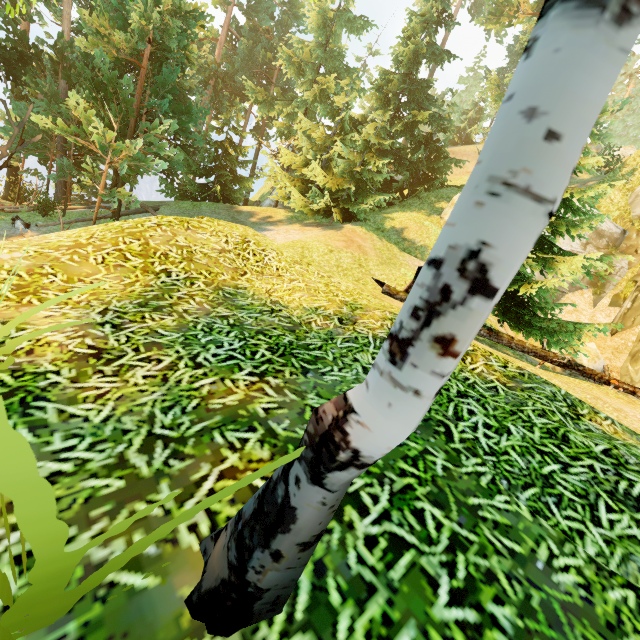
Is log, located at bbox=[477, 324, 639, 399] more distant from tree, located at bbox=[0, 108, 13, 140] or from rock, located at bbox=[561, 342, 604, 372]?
rock, located at bbox=[561, 342, 604, 372]

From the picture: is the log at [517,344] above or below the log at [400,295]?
below

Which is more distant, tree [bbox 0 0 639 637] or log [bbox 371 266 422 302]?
log [bbox 371 266 422 302]

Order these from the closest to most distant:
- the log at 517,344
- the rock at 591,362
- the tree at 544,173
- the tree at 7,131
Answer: the tree at 544,173, the log at 517,344, the rock at 591,362, the tree at 7,131

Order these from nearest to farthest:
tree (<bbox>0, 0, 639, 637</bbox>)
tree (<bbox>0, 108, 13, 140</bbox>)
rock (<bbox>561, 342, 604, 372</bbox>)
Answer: tree (<bbox>0, 0, 639, 637</bbox>), rock (<bbox>561, 342, 604, 372</bbox>), tree (<bbox>0, 108, 13, 140</bbox>)

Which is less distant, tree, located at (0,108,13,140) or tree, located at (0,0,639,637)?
tree, located at (0,0,639,637)

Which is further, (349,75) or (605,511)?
(349,75)
